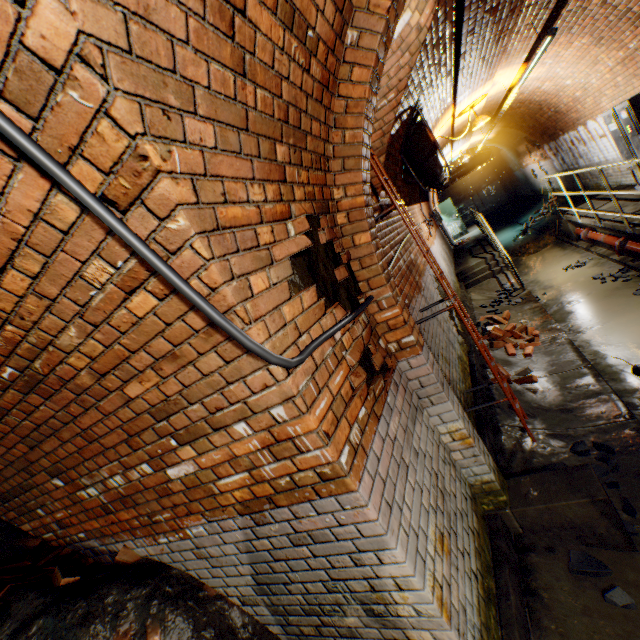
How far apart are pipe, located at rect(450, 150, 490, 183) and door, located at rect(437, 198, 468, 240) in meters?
3.0 m

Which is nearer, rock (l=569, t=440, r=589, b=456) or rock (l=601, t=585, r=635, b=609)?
rock (l=601, t=585, r=635, b=609)

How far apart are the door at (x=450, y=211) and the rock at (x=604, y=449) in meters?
15.6

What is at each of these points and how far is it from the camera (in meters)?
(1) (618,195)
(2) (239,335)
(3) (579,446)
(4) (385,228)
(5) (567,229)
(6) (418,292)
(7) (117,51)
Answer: (1) walkway, 7.84
(2) wire, 1.20
(3) rock, 3.39
(4) building tunnel, 4.09
(5) stairs, 9.34
(6) building tunnel, 4.55
(7) building tunnel, 0.80

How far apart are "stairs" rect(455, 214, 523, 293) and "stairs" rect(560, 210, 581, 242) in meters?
1.7

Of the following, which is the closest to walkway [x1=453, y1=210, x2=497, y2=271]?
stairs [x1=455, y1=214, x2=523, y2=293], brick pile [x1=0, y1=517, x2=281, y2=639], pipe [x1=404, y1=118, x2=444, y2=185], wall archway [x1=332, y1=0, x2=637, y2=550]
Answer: stairs [x1=455, y1=214, x2=523, y2=293]

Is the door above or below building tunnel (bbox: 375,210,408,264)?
below

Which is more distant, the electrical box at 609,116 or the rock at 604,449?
the electrical box at 609,116
